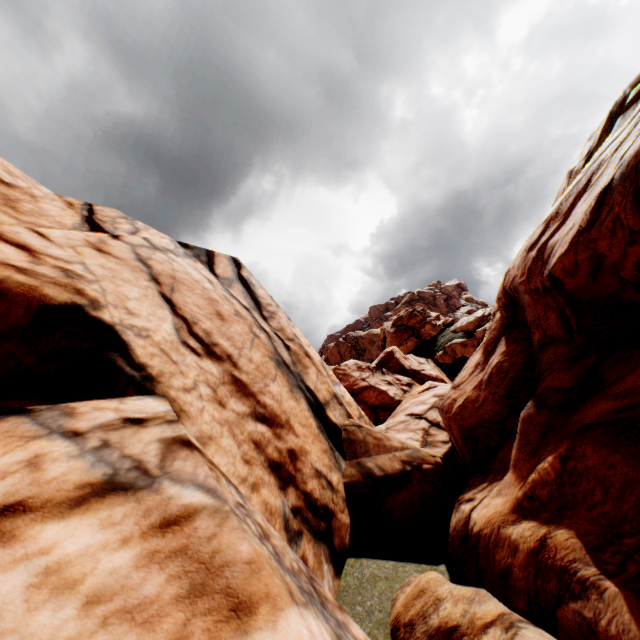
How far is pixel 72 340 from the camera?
5.35m
